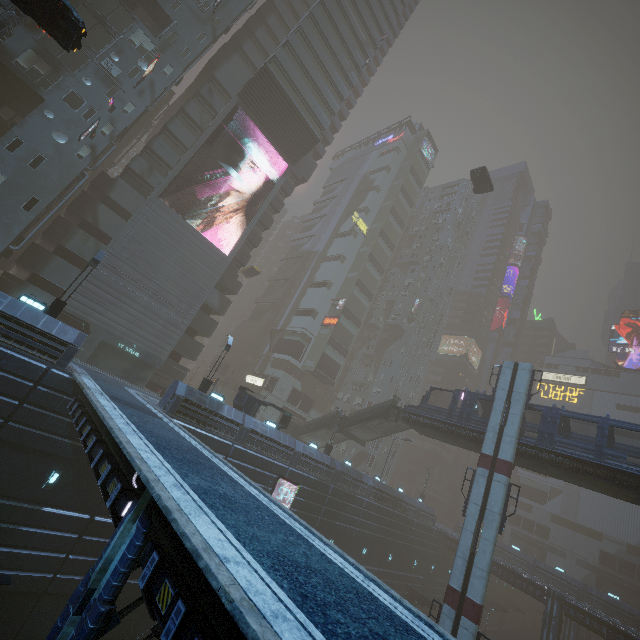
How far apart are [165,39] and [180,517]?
41.3m

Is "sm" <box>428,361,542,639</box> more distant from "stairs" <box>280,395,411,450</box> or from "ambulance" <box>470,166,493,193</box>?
"ambulance" <box>470,166,493,193</box>

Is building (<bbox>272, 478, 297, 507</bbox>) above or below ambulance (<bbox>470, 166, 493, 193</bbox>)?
below

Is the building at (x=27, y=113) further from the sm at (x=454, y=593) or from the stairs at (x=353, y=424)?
the stairs at (x=353, y=424)

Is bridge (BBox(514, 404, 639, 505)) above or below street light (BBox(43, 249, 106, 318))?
above

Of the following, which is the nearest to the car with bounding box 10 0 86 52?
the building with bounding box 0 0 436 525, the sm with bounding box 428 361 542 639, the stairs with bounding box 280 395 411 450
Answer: the stairs with bounding box 280 395 411 450

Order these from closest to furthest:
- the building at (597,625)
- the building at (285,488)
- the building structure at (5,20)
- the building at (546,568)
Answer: the building structure at (5,20), the building at (285,488), the building at (597,625), the building at (546,568)

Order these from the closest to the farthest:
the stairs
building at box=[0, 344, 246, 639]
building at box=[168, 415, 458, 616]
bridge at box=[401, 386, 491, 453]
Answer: building at box=[0, 344, 246, 639], building at box=[168, 415, 458, 616], bridge at box=[401, 386, 491, 453], the stairs
